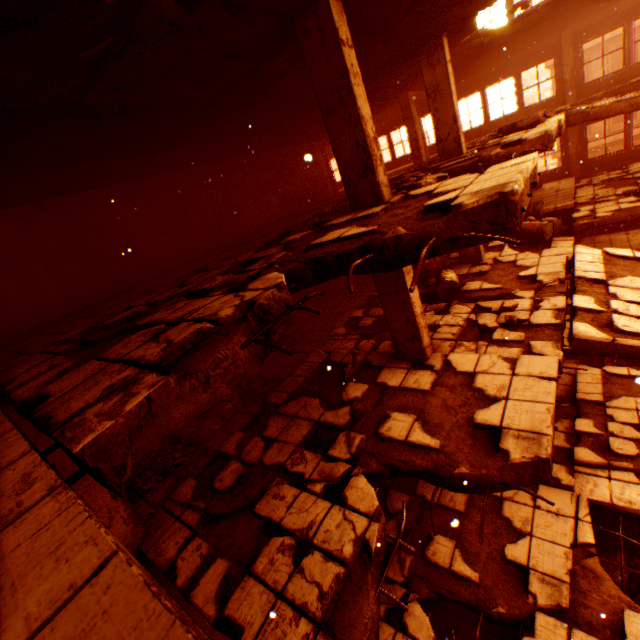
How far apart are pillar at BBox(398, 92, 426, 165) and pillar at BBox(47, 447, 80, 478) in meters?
14.4 m

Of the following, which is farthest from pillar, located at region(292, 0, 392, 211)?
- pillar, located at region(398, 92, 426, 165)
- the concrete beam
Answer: the concrete beam

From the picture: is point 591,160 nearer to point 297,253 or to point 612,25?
point 612,25

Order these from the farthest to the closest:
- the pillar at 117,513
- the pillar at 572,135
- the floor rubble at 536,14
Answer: the pillar at 572,135 < the floor rubble at 536,14 < the pillar at 117,513

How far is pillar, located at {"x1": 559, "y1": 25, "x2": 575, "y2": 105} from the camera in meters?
12.8 m

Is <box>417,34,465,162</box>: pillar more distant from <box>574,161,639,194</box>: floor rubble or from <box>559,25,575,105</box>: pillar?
<box>559,25,575,105</box>: pillar

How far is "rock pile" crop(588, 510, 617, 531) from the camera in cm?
697

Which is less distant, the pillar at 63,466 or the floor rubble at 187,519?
the floor rubble at 187,519
